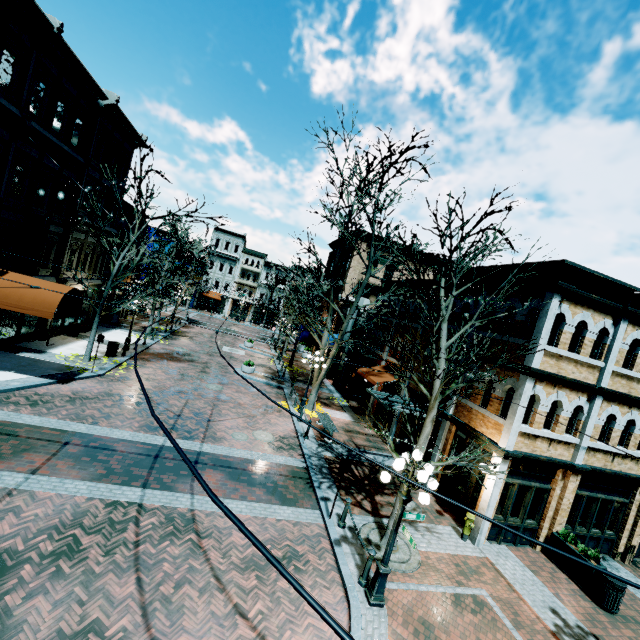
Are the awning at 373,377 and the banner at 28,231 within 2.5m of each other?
no

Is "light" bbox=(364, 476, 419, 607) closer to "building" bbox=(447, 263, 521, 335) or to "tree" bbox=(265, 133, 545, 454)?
"tree" bbox=(265, 133, 545, 454)

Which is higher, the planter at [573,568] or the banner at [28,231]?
the banner at [28,231]

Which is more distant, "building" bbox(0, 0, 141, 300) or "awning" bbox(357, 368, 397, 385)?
"awning" bbox(357, 368, 397, 385)

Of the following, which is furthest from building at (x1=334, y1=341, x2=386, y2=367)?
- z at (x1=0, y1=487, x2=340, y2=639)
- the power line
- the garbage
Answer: the garbage

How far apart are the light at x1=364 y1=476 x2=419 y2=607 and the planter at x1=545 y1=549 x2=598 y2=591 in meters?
7.2 m

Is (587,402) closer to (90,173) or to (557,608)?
(557,608)

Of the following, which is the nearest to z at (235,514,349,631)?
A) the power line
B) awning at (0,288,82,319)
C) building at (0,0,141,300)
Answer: building at (0,0,141,300)
